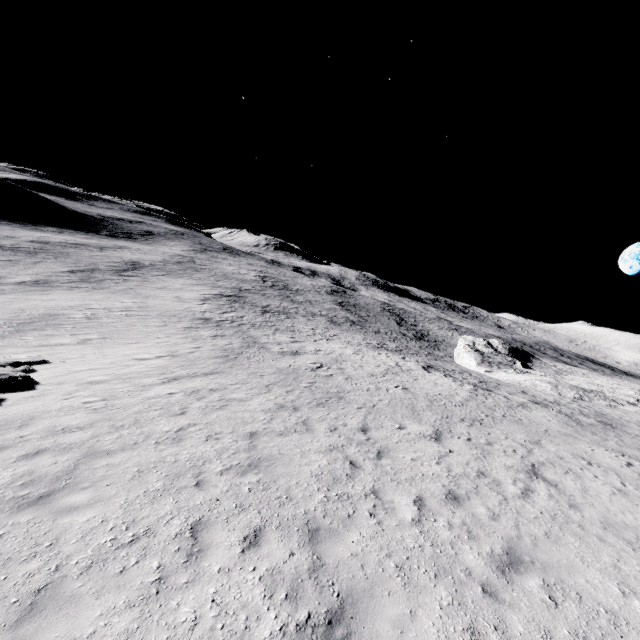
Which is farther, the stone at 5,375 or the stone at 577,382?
the stone at 577,382

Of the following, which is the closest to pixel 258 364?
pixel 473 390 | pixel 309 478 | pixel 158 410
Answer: pixel 158 410

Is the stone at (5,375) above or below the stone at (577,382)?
below

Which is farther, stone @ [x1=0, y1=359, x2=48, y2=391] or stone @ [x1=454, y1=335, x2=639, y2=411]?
stone @ [x1=454, y1=335, x2=639, y2=411]

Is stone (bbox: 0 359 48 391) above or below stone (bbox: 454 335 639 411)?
below
